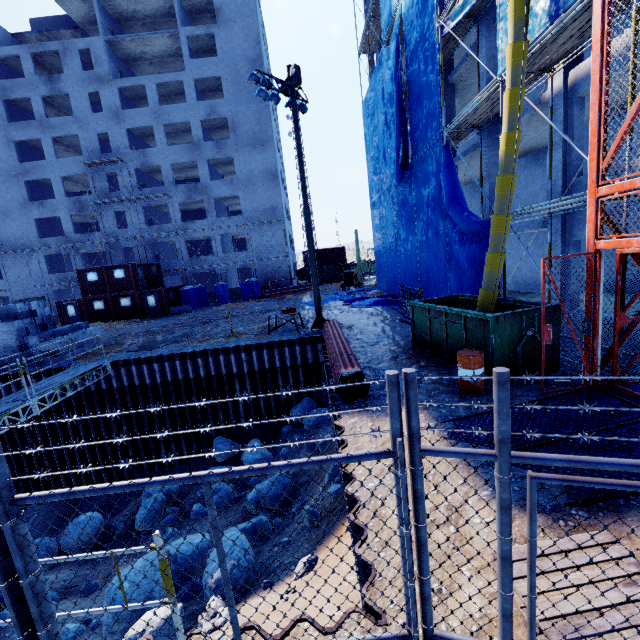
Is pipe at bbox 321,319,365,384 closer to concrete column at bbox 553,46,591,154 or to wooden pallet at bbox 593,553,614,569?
wooden pallet at bbox 593,553,614,569

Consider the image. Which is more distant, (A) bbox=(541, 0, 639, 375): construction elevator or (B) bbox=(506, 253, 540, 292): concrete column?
(B) bbox=(506, 253, 540, 292): concrete column

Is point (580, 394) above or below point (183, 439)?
above

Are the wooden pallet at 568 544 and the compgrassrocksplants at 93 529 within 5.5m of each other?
no

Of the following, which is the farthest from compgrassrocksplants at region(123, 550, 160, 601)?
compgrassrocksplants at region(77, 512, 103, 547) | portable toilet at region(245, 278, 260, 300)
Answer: portable toilet at region(245, 278, 260, 300)

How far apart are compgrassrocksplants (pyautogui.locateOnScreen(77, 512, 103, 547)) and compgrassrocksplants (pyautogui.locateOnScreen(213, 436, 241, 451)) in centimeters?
409cm

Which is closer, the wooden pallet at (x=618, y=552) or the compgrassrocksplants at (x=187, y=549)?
the wooden pallet at (x=618, y=552)

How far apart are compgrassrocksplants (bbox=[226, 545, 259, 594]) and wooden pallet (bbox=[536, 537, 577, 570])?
4.7 meters
